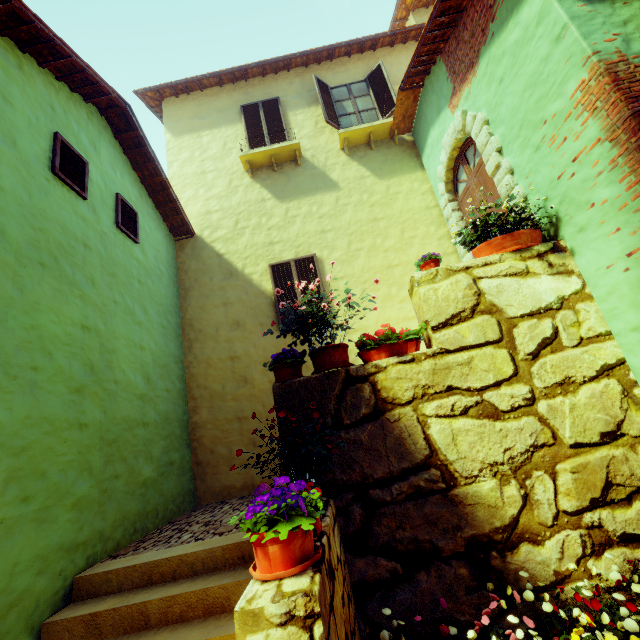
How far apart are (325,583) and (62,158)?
5.84m

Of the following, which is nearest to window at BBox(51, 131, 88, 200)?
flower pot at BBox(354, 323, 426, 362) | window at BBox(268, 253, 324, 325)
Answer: window at BBox(268, 253, 324, 325)

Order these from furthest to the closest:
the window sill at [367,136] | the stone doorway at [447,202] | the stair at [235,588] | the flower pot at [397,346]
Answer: the window sill at [367,136] → the stone doorway at [447,202] → the flower pot at [397,346] → the stair at [235,588]

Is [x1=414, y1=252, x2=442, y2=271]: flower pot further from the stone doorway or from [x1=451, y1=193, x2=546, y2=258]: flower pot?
the stone doorway

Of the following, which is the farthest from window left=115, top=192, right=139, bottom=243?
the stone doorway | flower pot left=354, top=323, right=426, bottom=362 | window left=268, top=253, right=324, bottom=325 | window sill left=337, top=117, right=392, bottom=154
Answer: window sill left=337, top=117, right=392, bottom=154

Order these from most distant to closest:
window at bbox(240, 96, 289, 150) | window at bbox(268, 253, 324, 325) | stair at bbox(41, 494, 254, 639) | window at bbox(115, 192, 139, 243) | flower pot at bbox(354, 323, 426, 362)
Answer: window at bbox(240, 96, 289, 150) < window at bbox(268, 253, 324, 325) < window at bbox(115, 192, 139, 243) < flower pot at bbox(354, 323, 426, 362) < stair at bbox(41, 494, 254, 639)

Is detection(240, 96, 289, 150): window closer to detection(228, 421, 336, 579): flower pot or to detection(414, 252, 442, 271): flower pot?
detection(414, 252, 442, 271): flower pot

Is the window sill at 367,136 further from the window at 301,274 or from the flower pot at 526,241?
the flower pot at 526,241
